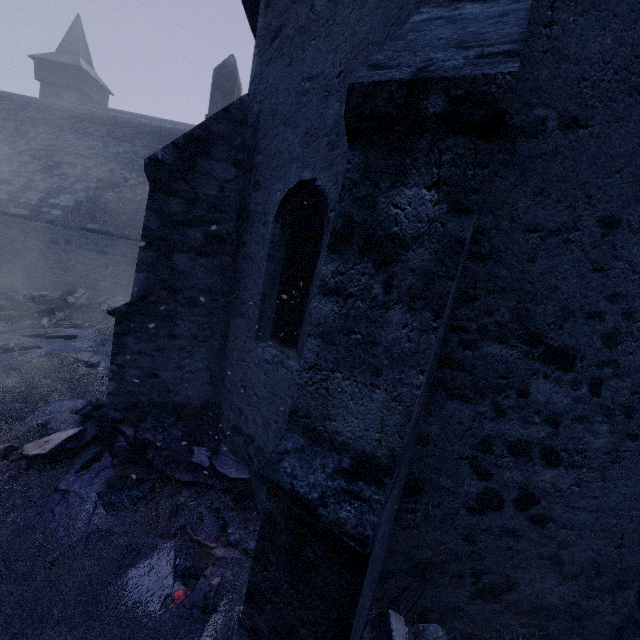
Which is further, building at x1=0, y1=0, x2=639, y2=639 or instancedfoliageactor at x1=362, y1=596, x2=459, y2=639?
instancedfoliageactor at x1=362, y1=596, x2=459, y2=639

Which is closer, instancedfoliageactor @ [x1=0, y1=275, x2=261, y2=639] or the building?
the building

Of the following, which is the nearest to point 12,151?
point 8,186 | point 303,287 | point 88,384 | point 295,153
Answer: point 8,186

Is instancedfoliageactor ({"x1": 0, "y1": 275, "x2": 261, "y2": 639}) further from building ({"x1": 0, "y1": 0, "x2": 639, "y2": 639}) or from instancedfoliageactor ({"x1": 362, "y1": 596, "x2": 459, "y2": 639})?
instancedfoliageactor ({"x1": 362, "y1": 596, "x2": 459, "y2": 639})

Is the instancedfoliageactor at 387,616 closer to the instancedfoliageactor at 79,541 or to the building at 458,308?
the building at 458,308

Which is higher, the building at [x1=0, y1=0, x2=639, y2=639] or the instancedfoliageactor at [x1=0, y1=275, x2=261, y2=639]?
the building at [x1=0, y1=0, x2=639, y2=639]

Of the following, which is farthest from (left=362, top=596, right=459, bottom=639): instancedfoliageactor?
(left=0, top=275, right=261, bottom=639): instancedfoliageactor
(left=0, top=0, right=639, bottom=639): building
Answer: (left=0, top=275, right=261, bottom=639): instancedfoliageactor
